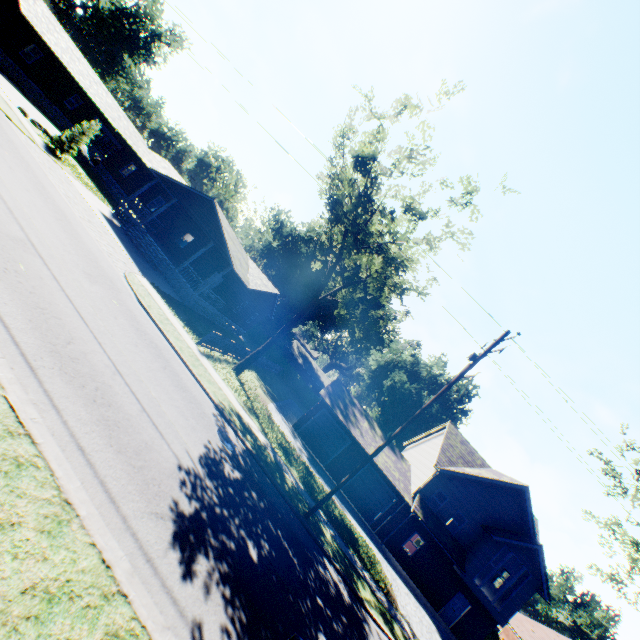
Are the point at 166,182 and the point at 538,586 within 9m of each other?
no

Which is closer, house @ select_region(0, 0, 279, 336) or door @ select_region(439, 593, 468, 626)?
door @ select_region(439, 593, 468, 626)

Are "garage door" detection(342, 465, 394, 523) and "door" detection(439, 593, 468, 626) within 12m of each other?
yes

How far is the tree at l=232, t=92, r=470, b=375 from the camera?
18.17m

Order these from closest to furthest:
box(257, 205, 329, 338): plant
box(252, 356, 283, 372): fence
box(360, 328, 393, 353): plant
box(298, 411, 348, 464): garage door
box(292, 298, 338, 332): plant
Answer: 1. box(298, 411, 348, 464): garage door
2. box(252, 356, 283, 372): fence
3. box(257, 205, 329, 338): plant
4. box(292, 298, 338, 332): plant
5. box(360, 328, 393, 353): plant

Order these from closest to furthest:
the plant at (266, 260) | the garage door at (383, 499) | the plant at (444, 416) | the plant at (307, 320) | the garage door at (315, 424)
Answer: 1. the garage door at (383, 499)
2. the garage door at (315, 424)
3. the plant at (266, 260)
4. the plant at (307, 320)
5. the plant at (444, 416)

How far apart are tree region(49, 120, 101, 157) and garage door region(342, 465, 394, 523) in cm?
3209

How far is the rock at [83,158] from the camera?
27.47m
